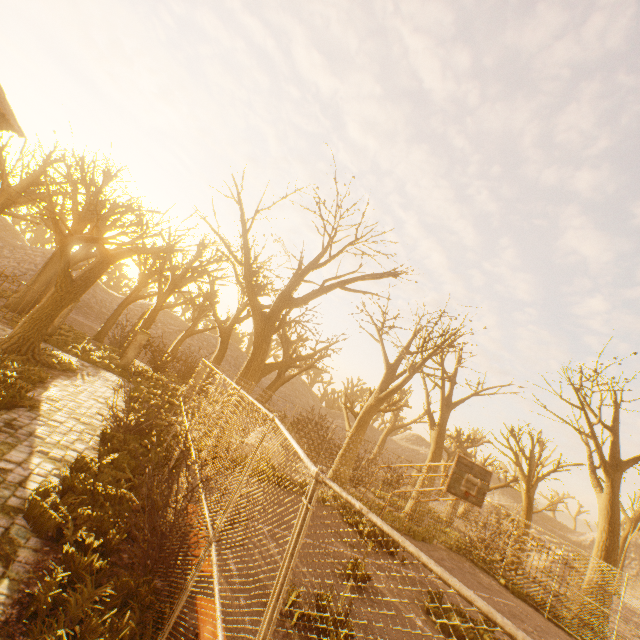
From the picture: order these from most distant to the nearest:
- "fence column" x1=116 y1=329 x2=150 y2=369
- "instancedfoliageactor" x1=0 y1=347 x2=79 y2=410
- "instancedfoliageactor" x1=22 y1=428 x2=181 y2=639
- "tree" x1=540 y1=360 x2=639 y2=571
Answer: "fence column" x1=116 y1=329 x2=150 y2=369 → "tree" x1=540 y1=360 x2=639 y2=571 → "instancedfoliageactor" x1=0 y1=347 x2=79 y2=410 → "instancedfoliageactor" x1=22 y1=428 x2=181 y2=639

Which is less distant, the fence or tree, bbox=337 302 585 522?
the fence

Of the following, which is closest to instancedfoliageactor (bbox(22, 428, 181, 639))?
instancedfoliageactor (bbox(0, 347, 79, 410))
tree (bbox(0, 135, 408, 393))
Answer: instancedfoliageactor (bbox(0, 347, 79, 410))

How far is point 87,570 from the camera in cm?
414

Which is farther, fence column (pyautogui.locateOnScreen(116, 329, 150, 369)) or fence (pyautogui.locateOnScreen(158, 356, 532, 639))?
fence column (pyautogui.locateOnScreen(116, 329, 150, 369))

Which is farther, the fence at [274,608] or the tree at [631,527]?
the tree at [631,527]

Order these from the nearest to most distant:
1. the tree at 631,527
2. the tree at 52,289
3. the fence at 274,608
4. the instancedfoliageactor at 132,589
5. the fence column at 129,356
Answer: the fence at 274,608
the instancedfoliageactor at 132,589
the tree at 52,289
the tree at 631,527
the fence column at 129,356

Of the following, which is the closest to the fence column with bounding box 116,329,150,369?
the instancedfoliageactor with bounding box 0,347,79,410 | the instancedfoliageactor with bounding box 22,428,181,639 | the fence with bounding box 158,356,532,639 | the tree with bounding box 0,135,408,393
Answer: the tree with bounding box 0,135,408,393
